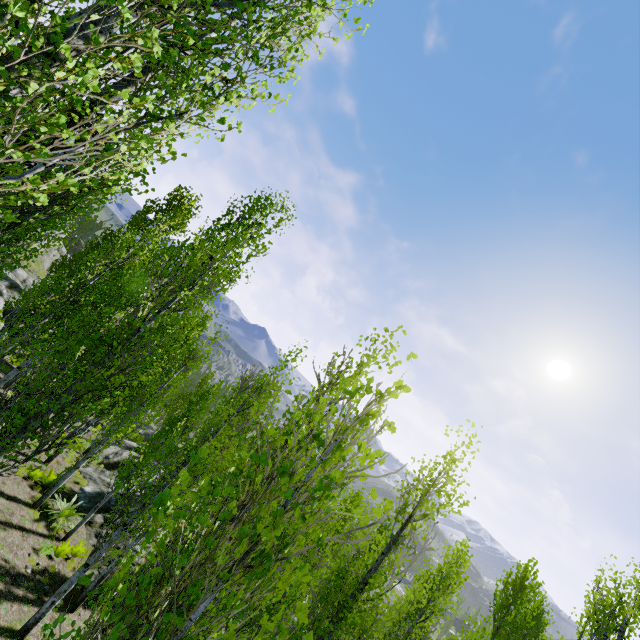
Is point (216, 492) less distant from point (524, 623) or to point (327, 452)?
point (327, 452)

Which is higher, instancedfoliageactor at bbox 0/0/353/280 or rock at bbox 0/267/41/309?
instancedfoliageactor at bbox 0/0/353/280

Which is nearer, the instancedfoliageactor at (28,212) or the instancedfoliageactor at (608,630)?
the instancedfoliageactor at (28,212)

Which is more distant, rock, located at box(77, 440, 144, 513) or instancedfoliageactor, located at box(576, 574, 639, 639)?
rock, located at box(77, 440, 144, 513)

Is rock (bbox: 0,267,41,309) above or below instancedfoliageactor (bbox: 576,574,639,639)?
below

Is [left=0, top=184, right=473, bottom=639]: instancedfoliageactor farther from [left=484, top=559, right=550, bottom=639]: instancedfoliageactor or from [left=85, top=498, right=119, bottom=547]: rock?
[left=85, top=498, right=119, bottom=547]: rock

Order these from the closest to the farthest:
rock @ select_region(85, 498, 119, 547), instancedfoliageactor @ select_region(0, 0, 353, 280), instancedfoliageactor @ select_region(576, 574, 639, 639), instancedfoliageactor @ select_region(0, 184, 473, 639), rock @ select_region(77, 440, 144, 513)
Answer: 1. instancedfoliageactor @ select_region(0, 184, 473, 639)
2. instancedfoliageactor @ select_region(0, 0, 353, 280)
3. instancedfoliageactor @ select_region(576, 574, 639, 639)
4. rock @ select_region(85, 498, 119, 547)
5. rock @ select_region(77, 440, 144, 513)

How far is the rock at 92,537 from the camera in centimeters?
1353cm
